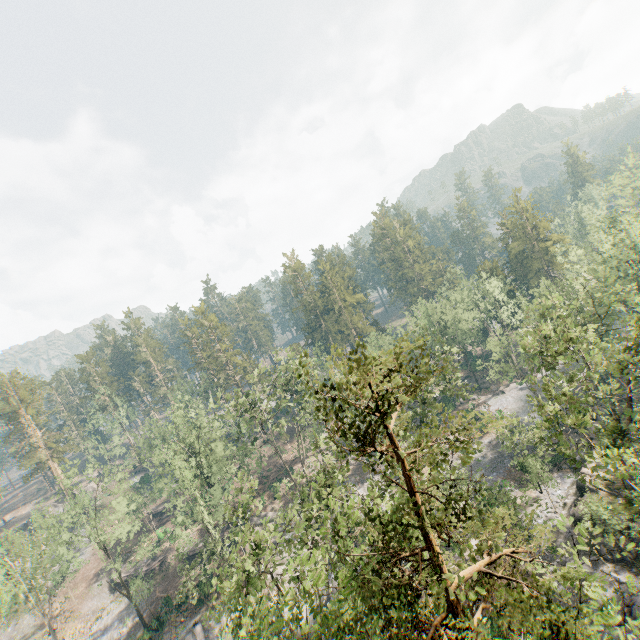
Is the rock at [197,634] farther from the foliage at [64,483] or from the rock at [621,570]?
the rock at [621,570]

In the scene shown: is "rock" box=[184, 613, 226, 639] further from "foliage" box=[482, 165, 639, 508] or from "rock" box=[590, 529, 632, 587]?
"rock" box=[590, 529, 632, 587]

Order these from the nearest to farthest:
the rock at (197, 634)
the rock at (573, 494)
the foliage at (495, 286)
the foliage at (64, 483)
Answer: the rock at (573, 494)
the rock at (197, 634)
the foliage at (64, 483)
the foliage at (495, 286)

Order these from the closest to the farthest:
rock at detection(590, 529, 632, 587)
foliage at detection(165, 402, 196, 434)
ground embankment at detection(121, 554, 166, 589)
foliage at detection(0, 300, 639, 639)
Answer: foliage at detection(0, 300, 639, 639)
rock at detection(590, 529, 632, 587)
foliage at detection(165, 402, 196, 434)
ground embankment at detection(121, 554, 166, 589)

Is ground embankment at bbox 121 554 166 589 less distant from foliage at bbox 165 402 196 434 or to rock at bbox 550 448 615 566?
foliage at bbox 165 402 196 434

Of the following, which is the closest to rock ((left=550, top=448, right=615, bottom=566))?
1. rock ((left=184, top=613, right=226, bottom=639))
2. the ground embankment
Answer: rock ((left=184, top=613, right=226, bottom=639))

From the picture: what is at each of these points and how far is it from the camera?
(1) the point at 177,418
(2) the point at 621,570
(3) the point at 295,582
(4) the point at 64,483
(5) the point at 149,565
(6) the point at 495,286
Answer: (1) foliage, 44.31m
(2) rock, 25.16m
(3) foliage, 22.98m
(4) foliage, 38.16m
(5) ground embankment, 49.81m
(6) foliage, 57.75m
